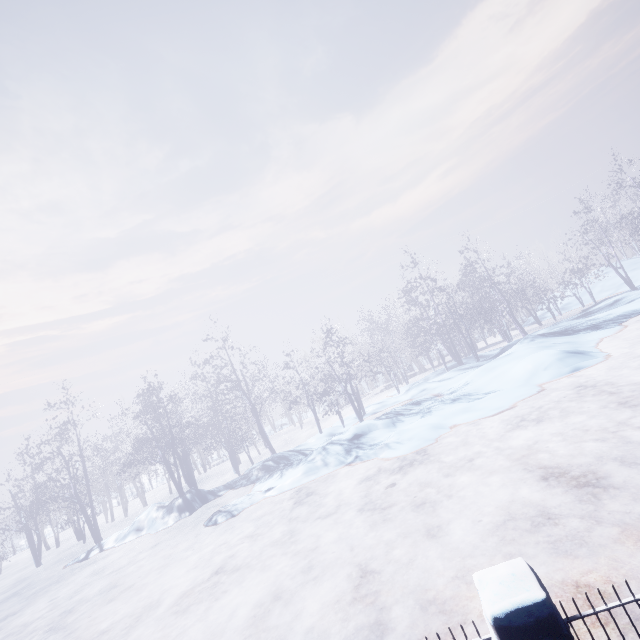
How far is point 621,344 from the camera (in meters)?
10.98
